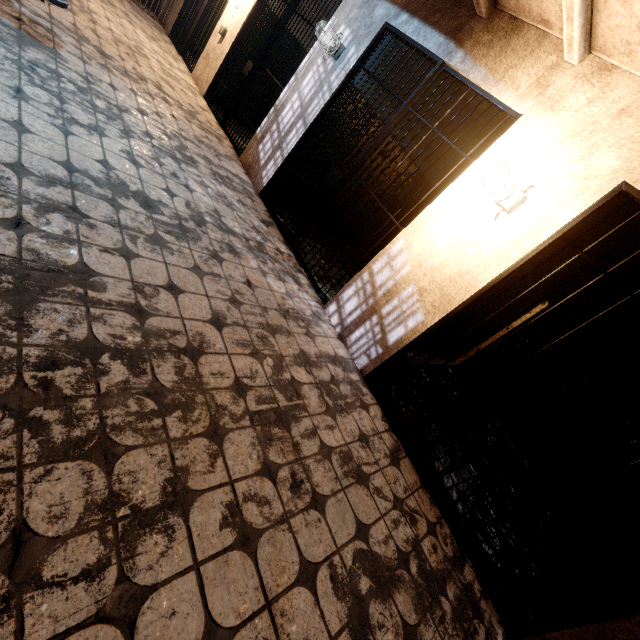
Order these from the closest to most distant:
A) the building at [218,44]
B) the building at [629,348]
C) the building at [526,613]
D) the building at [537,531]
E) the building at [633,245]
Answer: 1. the building at [526,613]
2. the building at [537,531]
3. the building at [633,245]
4. the building at [629,348]
5. the building at [218,44]

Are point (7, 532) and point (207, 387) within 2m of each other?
yes

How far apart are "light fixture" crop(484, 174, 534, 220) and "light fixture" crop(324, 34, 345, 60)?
2.7 meters

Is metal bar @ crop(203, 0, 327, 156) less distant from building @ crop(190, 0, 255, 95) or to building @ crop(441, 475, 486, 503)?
building @ crop(190, 0, 255, 95)

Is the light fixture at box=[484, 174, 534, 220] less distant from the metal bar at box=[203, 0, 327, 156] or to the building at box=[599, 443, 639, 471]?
the building at box=[599, 443, 639, 471]

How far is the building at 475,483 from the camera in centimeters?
279cm

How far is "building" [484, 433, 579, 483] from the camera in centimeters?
390cm

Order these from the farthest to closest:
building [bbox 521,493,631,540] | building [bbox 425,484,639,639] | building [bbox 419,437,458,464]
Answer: building [bbox 521,493,631,540]
building [bbox 419,437,458,464]
building [bbox 425,484,639,639]
